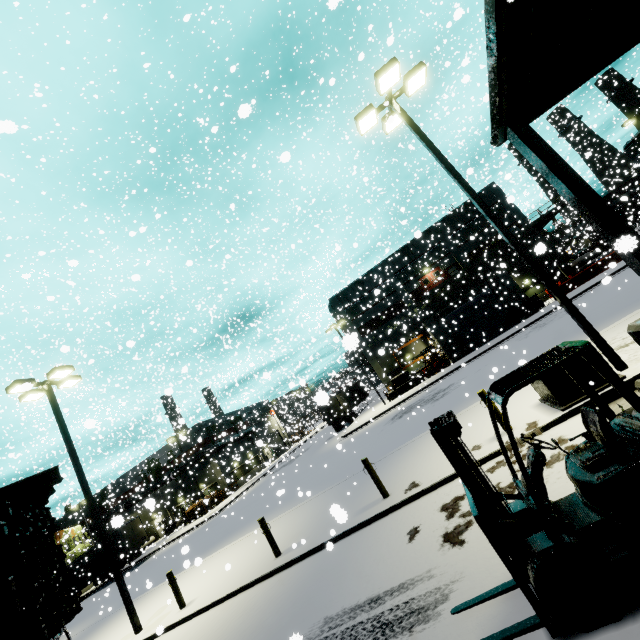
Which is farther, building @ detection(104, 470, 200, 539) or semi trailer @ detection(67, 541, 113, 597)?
semi trailer @ detection(67, 541, 113, 597)

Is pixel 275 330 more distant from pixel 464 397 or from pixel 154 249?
pixel 464 397

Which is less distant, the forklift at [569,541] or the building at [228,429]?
the forklift at [569,541]

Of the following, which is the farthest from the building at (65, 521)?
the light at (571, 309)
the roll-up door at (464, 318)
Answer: the light at (571, 309)

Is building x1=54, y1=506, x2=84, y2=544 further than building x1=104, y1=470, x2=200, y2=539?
Yes

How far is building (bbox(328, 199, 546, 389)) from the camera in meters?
30.3

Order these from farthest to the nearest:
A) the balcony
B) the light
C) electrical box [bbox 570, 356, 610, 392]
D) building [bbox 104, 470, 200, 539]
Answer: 1. the balcony
2. building [bbox 104, 470, 200, 539]
3. the light
4. electrical box [bbox 570, 356, 610, 392]

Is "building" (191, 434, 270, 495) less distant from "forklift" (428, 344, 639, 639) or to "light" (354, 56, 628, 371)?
"forklift" (428, 344, 639, 639)
